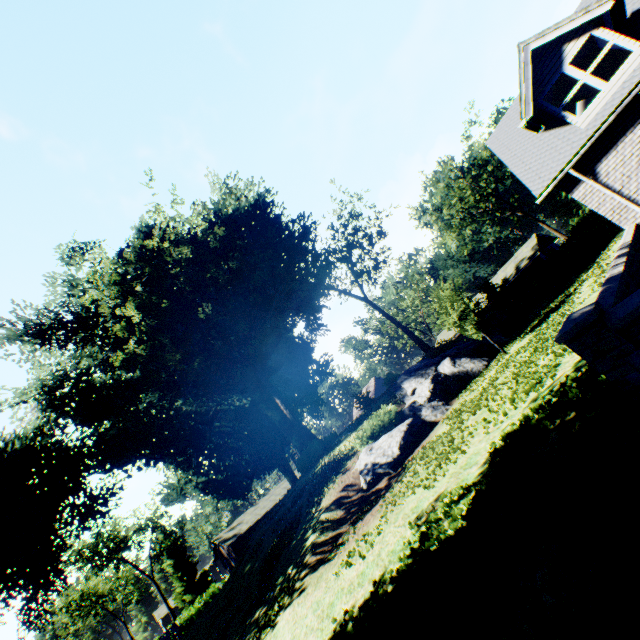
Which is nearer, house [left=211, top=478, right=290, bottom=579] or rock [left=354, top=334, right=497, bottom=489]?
rock [left=354, top=334, right=497, bottom=489]

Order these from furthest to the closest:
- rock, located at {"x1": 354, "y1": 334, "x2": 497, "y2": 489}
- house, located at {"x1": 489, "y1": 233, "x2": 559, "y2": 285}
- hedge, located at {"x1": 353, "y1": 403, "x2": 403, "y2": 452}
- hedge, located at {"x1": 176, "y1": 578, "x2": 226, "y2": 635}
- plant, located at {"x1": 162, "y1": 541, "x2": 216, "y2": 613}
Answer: plant, located at {"x1": 162, "y1": 541, "x2": 216, "y2": 613}, house, located at {"x1": 489, "y1": 233, "x2": 559, "y2": 285}, hedge, located at {"x1": 176, "y1": 578, "x2": 226, "y2": 635}, hedge, located at {"x1": 353, "y1": 403, "x2": 403, "y2": 452}, rock, located at {"x1": 354, "y1": 334, "x2": 497, "y2": 489}

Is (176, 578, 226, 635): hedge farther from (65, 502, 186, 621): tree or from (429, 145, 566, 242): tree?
(429, 145, 566, 242): tree

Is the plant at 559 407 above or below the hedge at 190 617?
below

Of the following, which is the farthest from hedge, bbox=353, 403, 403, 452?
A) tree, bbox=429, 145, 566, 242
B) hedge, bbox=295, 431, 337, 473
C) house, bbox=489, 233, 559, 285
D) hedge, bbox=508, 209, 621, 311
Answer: tree, bbox=429, 145, 566, 242

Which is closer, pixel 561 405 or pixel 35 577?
pixel 561 405

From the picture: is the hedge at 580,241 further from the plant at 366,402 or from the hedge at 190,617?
the hedge at 190,617

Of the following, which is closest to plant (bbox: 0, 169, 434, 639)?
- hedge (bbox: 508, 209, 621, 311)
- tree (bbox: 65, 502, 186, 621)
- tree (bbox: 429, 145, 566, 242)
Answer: hedge (bbox: 508, 209, 621, 311)
